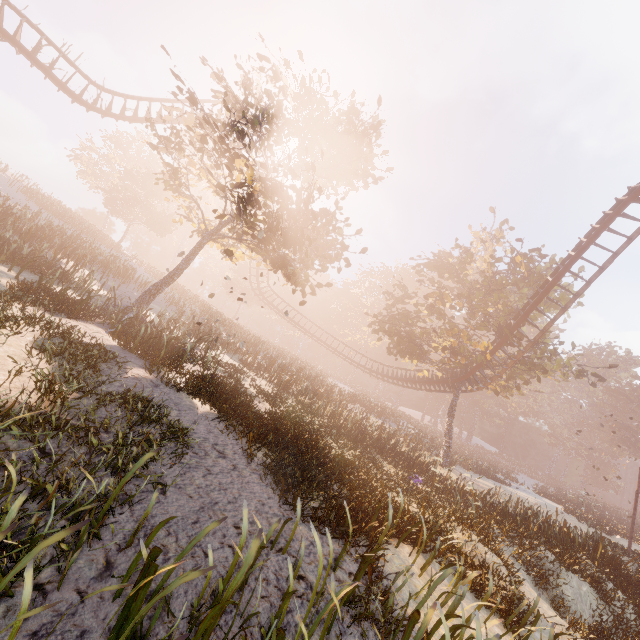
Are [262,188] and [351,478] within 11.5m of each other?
no

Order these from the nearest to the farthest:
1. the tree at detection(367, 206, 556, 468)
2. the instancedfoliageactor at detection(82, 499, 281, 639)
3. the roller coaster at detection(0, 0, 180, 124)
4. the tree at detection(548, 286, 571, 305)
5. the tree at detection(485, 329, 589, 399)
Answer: the instancedfoliageactor at detection(82, 499, 281, 639), the roller coaster at detection(0, 0, 180, 124), the tree at detection(485, 329, 589, 399), the tree at detection(367, 206, 556, 468), the tree at detection(548, 286, 571, 305)

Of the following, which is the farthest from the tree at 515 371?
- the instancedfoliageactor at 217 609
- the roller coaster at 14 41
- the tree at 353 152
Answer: the instancedfoliageactor at 217 609

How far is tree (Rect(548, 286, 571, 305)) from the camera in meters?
23.6

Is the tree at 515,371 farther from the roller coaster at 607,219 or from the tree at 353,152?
the tree at 353,152

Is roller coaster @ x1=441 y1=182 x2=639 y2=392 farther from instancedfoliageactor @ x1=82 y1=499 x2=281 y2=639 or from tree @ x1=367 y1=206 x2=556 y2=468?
instancedfoliageactor @ x1=82 y1=499 x2=281 y2=639

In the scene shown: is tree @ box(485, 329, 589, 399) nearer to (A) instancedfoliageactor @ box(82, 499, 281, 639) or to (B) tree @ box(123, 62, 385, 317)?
(B) tree @ box(123, 62, 385, 317)
